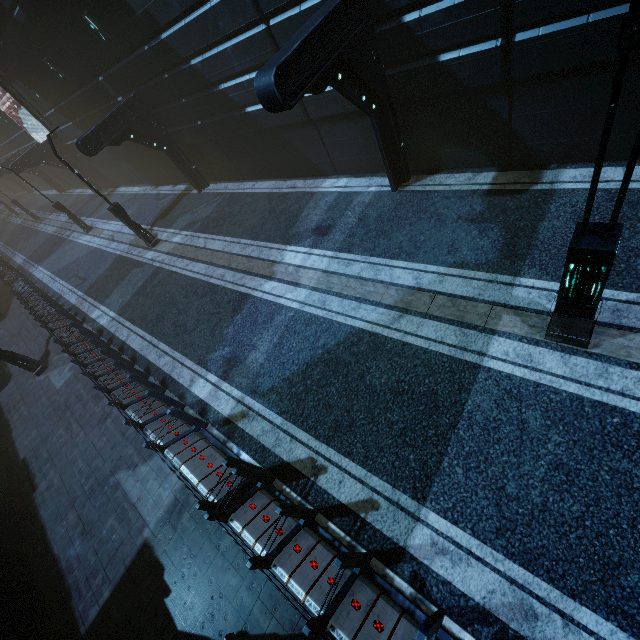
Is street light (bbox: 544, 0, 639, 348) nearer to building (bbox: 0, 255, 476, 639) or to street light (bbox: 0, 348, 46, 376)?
building (bbox: 0, 255, 476, 639)

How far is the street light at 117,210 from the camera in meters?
12.8 m

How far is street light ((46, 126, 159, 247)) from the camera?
12.8 meters

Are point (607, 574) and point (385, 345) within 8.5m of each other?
yes

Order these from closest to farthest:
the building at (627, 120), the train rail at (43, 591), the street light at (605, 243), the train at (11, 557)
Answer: the street light at (605, 243) → the building at (627, 120) → the train at (11, 557) → the train rail at (43, 591)

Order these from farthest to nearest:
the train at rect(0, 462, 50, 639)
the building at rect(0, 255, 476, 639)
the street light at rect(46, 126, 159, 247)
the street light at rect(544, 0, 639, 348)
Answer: the street light at rect(46, 126, 159, 247)
the train at rect(0, 462, 50, 639)
the building at rect(0, 255, 476, 639)
the street light at rect(544, 0, 639, 348)

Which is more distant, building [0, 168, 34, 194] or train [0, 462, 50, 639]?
building [0, 168, 34, 194]

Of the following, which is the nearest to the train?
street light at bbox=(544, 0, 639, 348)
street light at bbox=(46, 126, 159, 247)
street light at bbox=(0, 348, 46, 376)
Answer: street light at bbox=(0, 348, 46, 376)
